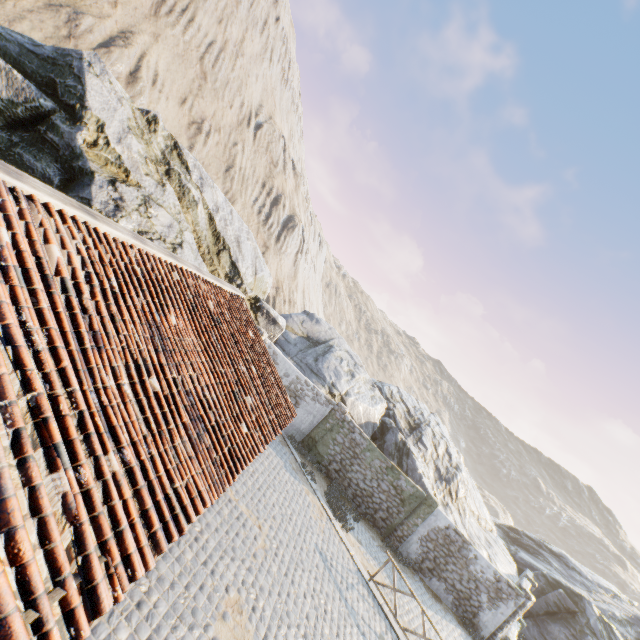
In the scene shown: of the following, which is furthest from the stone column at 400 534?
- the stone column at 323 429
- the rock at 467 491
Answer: the stone column at 323 429

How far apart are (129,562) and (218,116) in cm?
4594

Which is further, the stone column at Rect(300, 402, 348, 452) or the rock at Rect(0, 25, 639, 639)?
the stone column at Rect(300, 402, 348, 452)

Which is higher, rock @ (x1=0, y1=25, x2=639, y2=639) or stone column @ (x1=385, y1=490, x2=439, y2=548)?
rock @ (x1=0, y1=25, x2=639, y2=639)

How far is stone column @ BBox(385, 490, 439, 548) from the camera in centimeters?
1592cm

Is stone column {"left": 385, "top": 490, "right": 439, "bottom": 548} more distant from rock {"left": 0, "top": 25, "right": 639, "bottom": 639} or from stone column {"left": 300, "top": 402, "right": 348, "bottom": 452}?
stone column {"left": 300, "top": 402, "right": 348, "bottom": 452}

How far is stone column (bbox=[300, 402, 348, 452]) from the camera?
17.0 meters

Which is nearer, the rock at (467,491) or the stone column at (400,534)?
the rock at (467,491)
